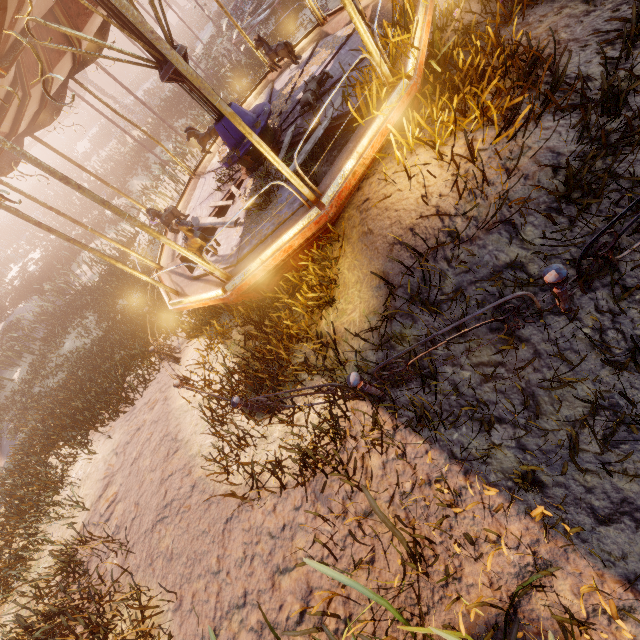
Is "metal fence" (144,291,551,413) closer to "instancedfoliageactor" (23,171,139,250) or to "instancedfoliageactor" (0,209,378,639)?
"instancedfoliageactor" (0,209,378,639)

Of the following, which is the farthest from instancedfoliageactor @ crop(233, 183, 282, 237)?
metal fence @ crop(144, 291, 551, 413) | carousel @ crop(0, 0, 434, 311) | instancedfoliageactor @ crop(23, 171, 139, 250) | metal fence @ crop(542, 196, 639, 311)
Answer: instancedfoliageactor @ crop(23, 171, 139, 250)

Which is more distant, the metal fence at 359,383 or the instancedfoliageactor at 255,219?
the instancedfoliageactor at 255,219

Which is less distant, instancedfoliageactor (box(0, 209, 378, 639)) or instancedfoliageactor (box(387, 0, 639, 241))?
instancedfoliageactor (box(387, 0, 639, 241))

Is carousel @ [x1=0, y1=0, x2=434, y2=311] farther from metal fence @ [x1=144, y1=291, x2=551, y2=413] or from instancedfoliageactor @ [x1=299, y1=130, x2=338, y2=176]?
metal fence @ [x1=144, y1=291, x2=551, y2=413]

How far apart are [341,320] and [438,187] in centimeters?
211cm

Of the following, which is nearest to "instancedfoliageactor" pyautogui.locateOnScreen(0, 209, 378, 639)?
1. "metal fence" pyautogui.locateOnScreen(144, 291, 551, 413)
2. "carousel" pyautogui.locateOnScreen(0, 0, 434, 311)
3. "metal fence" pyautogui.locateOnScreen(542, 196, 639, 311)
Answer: "carousel" pyautogui.locateOnScreen(0, 0, 434, 311)

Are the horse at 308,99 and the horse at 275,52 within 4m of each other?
yes
